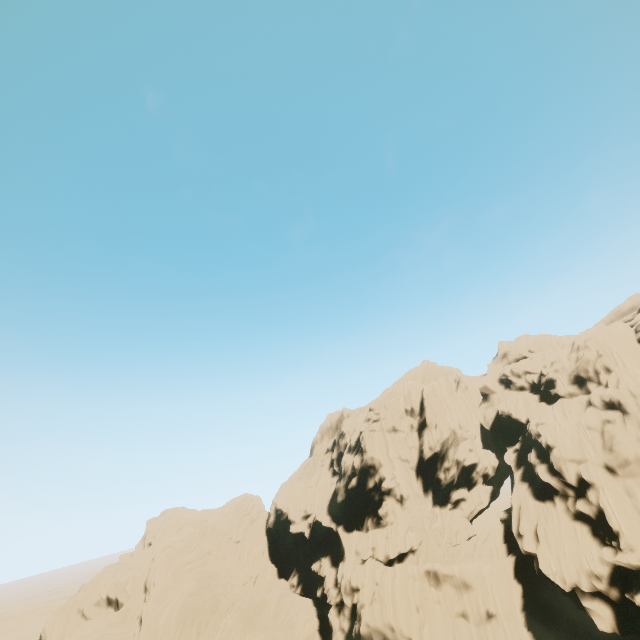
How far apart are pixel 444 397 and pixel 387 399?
8.7 meters
